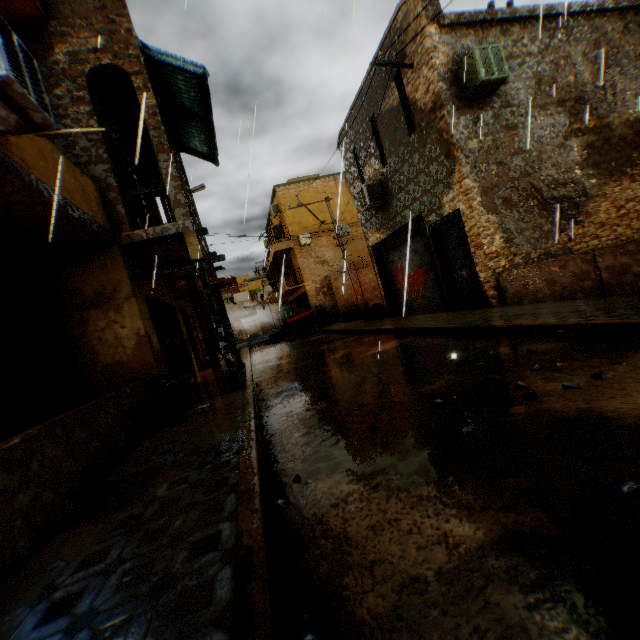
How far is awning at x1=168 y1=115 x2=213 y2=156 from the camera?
10.1m

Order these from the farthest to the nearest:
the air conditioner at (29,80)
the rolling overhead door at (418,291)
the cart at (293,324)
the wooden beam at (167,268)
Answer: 1. the cart at (293,324)
2. the rolling overhead door at (418,291)
3. the wooden beam at (167,268)
4. the air conditioner at (29,80)

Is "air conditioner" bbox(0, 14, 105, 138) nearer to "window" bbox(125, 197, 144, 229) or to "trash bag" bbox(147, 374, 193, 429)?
"window" bbox(125, 197, 144, 229)

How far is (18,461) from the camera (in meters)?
2.84

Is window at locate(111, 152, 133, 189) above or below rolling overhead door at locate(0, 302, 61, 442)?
above

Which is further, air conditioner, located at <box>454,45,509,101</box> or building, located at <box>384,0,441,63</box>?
building, located at <box>384,0,441,63</box>

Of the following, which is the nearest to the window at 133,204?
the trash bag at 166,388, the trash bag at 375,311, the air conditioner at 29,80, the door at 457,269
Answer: the air conditioner at 29,80
